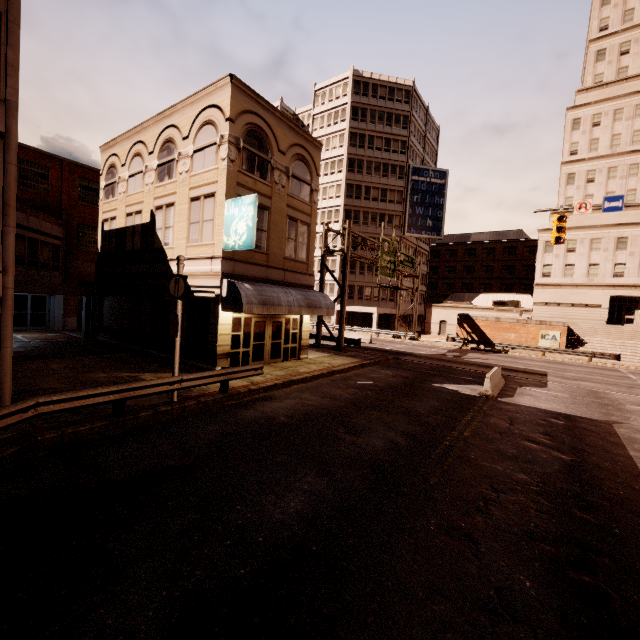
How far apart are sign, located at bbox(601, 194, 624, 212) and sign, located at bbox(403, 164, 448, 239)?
34.20m

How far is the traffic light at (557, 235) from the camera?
16.8m

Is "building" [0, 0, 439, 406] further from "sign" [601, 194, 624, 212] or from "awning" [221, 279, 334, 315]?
"sign" [601, 194, 624, 212]

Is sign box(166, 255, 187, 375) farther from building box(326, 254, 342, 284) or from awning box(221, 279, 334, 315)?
building box(326, 254, 342, 284)

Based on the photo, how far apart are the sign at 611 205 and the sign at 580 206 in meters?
0.3 m

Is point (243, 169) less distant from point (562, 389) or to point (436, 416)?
point (436, 416)

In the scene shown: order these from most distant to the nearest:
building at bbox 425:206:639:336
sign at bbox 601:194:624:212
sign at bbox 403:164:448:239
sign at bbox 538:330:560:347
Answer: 1. sign at bbox 403:164:448:239
2. building at bbox 425:206:639:336
3. sign at bbox 538:330:560:347
4. sign at bbox 601:194:624:212

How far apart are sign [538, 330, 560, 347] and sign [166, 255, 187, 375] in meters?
35.9 m
